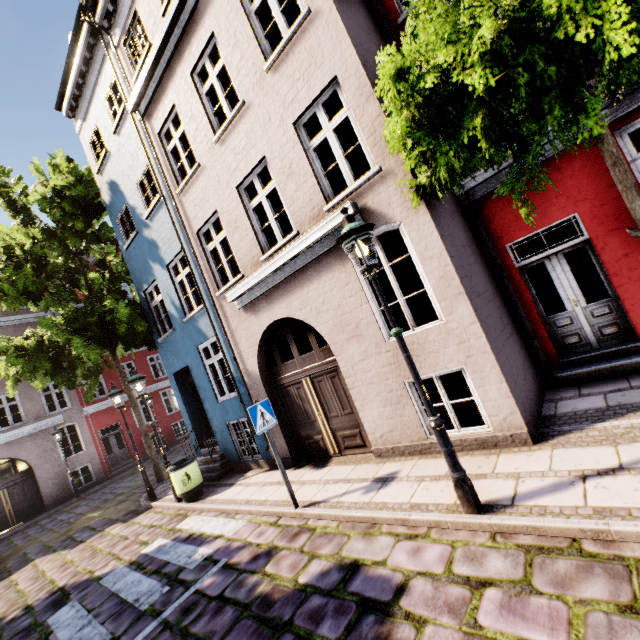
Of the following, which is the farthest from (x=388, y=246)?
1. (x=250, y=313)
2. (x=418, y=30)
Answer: (x=418, y=30)

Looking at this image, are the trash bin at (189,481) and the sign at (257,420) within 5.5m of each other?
yes

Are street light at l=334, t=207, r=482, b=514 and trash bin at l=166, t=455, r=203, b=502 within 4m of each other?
no

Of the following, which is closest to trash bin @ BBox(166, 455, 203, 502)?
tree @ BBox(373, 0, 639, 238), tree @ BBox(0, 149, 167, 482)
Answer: tree @ BBox(0, 149, 167, 482)

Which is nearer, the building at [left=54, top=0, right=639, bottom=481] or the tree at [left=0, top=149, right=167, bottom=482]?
the building at [left=54, top=0, right=639, bottom=481]

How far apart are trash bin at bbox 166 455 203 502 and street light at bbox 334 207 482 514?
7.07m

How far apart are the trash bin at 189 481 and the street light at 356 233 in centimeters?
707cm

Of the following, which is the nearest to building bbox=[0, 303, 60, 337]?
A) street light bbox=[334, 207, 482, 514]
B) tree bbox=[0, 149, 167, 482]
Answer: tree bbox=[0, 149, 167, 482]
